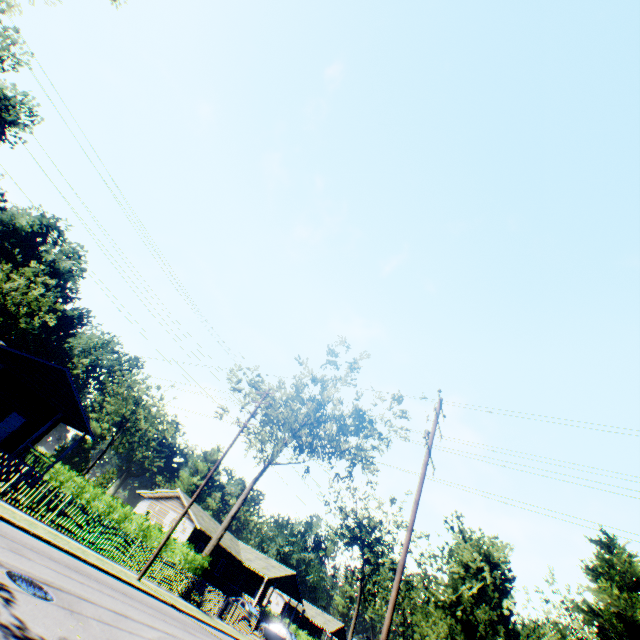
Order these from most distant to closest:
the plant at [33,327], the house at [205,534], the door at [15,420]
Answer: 1. the plant at [33,327]
2. the house at [205,534]
3. the door at [15,420]

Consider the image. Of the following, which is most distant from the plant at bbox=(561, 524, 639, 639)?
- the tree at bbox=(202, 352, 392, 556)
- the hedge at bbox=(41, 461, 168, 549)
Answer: the hedge at bbox=(41, 461, 168, 549)

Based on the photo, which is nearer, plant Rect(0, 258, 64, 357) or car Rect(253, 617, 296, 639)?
car Rect(253, 617, 296, 639)

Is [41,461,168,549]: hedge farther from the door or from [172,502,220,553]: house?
[172,502,220,553]: house

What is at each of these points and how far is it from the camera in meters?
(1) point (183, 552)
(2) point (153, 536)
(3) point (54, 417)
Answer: (1) hedge, 21.0
(2) hedge, 23.1
(3) house, 23.0

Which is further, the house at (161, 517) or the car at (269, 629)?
the house at (161, 517)

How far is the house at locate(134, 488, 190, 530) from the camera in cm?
3709

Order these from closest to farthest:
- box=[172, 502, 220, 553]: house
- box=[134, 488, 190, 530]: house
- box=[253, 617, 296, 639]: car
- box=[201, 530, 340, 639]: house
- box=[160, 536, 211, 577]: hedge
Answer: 1. box=[160, 536, 211, 577]: hedge
2. box=[253, 617, 296, 639]: car
3. box=[172, 502, 220, 553]: house
4. box=[134, 488, 190, 530]: house
5. box=[201, 530, 340, 639]: house
